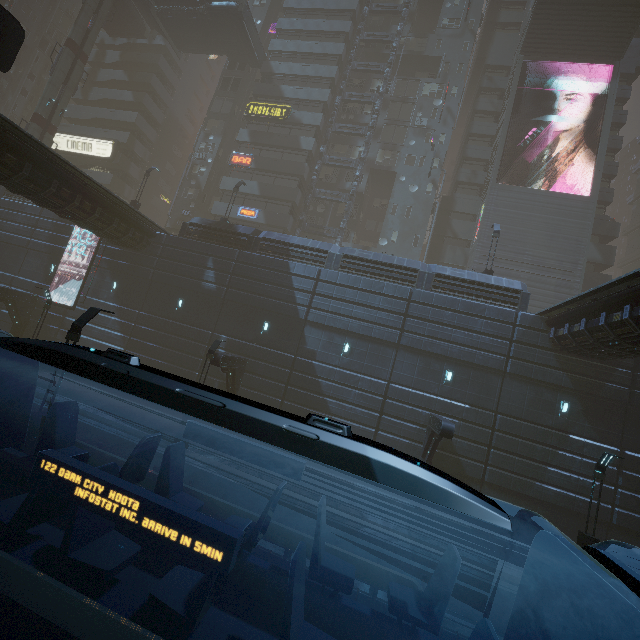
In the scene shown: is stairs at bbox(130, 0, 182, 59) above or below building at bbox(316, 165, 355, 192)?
above

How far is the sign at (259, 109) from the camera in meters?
35.0

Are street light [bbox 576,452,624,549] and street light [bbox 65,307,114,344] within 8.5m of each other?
no

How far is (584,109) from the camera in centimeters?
3994cm

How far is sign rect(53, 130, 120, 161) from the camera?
40.81m

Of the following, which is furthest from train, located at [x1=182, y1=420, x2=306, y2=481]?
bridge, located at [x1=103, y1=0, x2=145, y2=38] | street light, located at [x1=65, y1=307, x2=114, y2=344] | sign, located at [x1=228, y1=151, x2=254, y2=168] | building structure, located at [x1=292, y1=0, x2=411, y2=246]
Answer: bridge, located at [x1=103, y1=0, x2=145, y2=38]

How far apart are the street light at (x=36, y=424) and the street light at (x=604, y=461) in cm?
1802

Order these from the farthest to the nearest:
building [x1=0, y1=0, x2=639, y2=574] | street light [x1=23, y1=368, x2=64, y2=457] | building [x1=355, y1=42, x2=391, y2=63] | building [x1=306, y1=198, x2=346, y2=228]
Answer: building [x1=355, y1=42, x2=391, y2=63]
building [x1=306, y1=198, x2=346, y2=228]
building [x1=0, y1=0, x2=639, y2=574]
street light [x1=23, y1=368, x2=64, y2=457]
